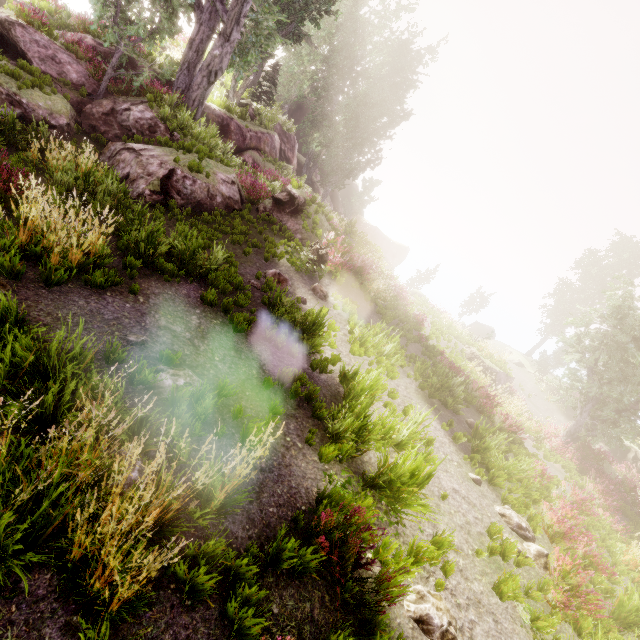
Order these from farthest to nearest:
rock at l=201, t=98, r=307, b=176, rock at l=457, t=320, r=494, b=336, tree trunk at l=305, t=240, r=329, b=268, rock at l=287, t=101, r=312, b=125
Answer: rock at l=457, t=320, r=494, b=336 → rock at l=287, t=101, r=312, b=125 → rock at l=201, t=98, r=307, b=176 → tree trunk at l=305, t=240, r=329, b=268

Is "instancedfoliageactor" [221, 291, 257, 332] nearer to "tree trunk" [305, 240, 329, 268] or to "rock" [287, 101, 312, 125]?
"rock" [287, 101, 312, 125]

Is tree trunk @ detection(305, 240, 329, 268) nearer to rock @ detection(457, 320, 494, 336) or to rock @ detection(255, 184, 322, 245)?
rock @ detection(255, 184, 322, 245)

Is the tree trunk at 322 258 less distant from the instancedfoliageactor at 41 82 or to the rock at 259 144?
the rock at 259 144

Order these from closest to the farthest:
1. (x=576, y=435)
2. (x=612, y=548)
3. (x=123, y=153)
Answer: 1. (x=612, y=548)
2. (x=123, y=153)
3. (x=576, y=435)

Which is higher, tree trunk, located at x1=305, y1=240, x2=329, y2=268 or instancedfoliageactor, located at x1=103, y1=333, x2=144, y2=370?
tree trunk, located at x1=305, y1=240, x2=329, y2=268

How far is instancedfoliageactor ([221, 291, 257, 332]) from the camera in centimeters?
693cm

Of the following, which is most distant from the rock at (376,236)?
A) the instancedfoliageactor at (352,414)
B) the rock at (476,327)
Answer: the rock at (476,327)
